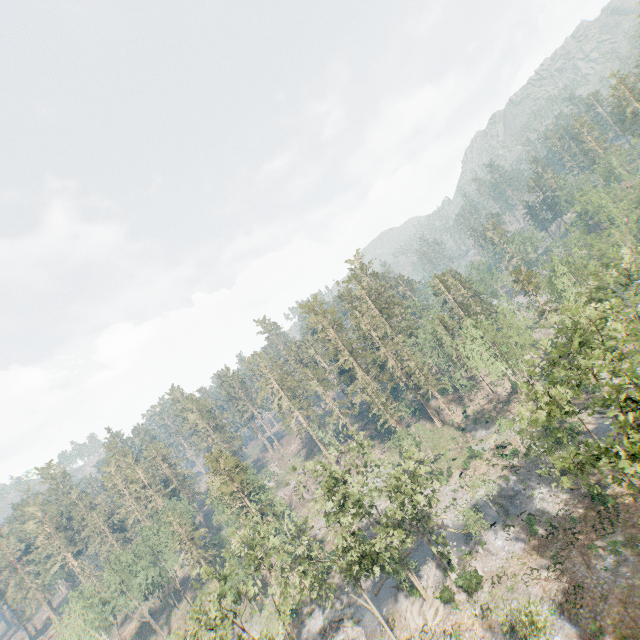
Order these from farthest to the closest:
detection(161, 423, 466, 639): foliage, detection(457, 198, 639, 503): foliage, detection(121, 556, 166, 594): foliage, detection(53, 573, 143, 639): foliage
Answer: detection(53, 573, 143, 639): foliage, detection(121, 556, 166, 594): foliage, detection(161, 423, 466, 639): foliage, detection(457, 198, 639, 503): foliage

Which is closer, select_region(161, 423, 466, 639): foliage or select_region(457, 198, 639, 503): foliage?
select_region(457, 198, 639, 503): foliage

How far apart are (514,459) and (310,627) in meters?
35.8

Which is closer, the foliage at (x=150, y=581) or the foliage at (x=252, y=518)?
the foliage at (x=252, y=518)

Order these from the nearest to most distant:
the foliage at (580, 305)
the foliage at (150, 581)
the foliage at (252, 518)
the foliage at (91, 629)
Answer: the foliage at (580, 305) → the foliage at (252, 518) → the foliage at (150, 581) → the foliage at (91, 629)

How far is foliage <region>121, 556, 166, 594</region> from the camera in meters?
55.0
